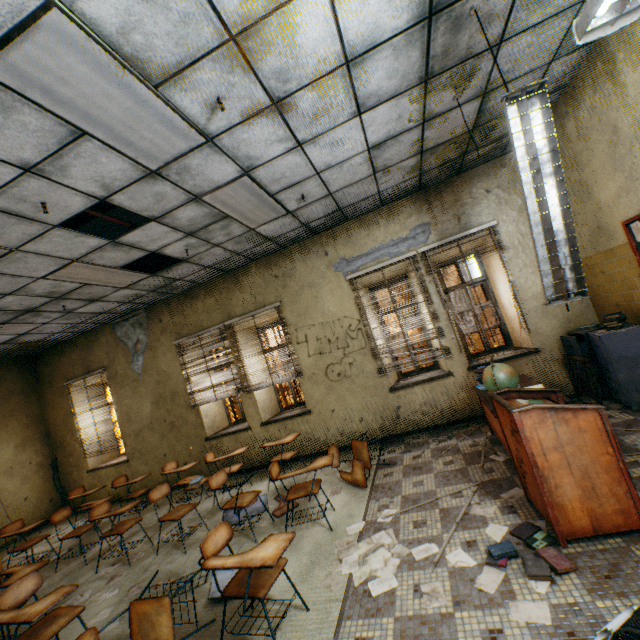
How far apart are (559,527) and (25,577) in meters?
4.4 m

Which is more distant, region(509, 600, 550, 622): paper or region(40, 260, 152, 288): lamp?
region(40, 260, 152, 288): lamp

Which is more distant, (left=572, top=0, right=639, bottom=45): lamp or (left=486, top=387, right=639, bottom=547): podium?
(left=486, top=387, right=639, bottom=547): podium

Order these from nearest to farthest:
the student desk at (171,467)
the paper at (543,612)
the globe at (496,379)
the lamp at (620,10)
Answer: the lamp at (620,10) → the paper at (543,612) → the globe at (496,379) → the student desk at (171,467)

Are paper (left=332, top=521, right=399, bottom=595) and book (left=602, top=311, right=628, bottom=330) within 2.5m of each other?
no

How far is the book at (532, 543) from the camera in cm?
211

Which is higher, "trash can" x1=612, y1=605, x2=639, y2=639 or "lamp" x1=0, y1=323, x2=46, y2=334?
"lamp" x1=0, y1=323, x2=46, y2=334

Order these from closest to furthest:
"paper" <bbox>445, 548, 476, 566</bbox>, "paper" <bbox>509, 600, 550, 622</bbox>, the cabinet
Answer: "paper" <bbox>509, 600, 550, 622</bbox> < "paper" <bbox>445, 548, 476, 566</bbox> < the cabinet
